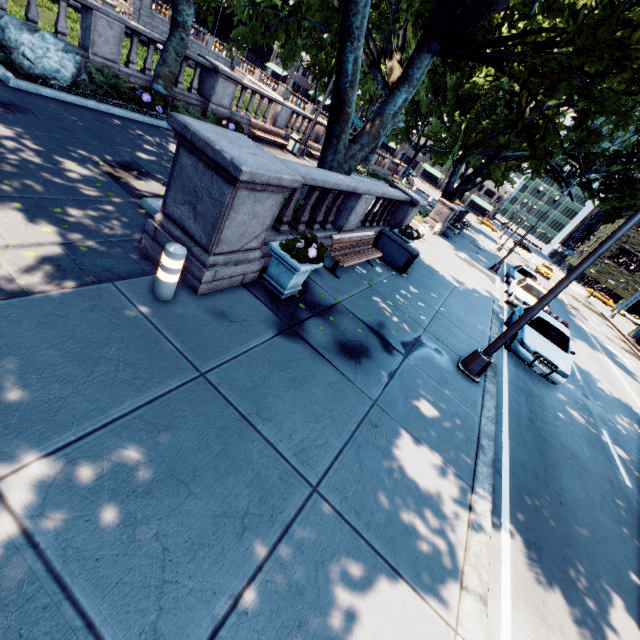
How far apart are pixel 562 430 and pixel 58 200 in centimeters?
1222cm

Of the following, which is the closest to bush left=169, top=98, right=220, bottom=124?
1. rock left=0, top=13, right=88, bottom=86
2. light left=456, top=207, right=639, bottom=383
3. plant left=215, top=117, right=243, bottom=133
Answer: plant left=215, top=117, right=243, bottom=133

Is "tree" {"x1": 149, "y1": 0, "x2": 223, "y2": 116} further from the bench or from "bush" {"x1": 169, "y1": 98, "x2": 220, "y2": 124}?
the bench

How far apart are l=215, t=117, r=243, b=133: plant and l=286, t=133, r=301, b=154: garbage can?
5.0m

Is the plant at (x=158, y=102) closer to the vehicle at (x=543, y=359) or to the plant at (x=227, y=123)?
the plant at (x=227, y=123)

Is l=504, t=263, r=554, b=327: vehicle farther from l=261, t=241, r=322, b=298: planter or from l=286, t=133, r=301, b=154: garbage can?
l=261, t=241, r=322, b=298: planter

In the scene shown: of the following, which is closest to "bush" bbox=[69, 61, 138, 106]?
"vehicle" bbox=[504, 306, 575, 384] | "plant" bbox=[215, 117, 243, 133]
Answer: "plant" bbox=[215, 117, 243, 133]

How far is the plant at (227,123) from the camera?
13.9m
